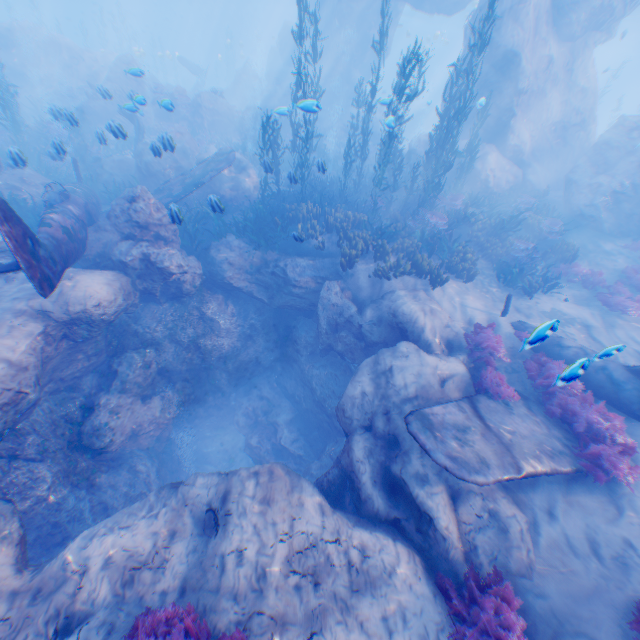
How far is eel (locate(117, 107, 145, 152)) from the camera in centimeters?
1167cm

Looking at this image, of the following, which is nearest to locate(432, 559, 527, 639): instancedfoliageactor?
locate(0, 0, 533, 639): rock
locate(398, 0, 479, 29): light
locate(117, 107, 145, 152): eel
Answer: locate(0, 0, 533, 639): rock

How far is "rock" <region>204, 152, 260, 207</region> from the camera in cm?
→ 1499

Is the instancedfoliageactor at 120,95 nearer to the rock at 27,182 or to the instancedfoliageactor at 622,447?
the rock at 27,182

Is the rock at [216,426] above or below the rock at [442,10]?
below

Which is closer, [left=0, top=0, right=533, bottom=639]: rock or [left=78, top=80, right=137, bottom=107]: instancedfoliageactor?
[left=0, top=0, right=533, bottom=639]: rock

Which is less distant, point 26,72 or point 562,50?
point 562,50
